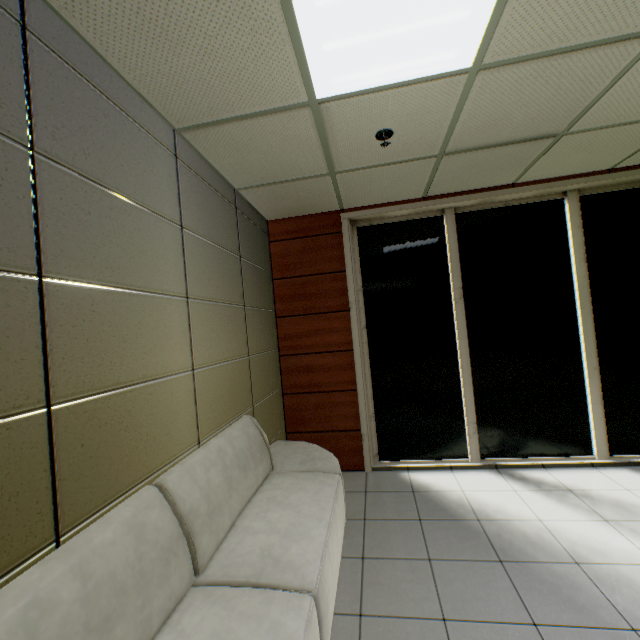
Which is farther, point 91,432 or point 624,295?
point 624,295
